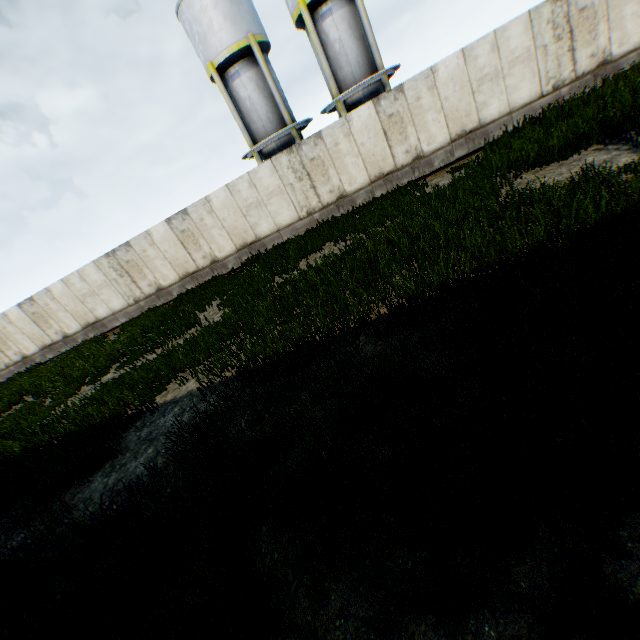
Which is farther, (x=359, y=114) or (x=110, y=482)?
(x=359, y=114)
